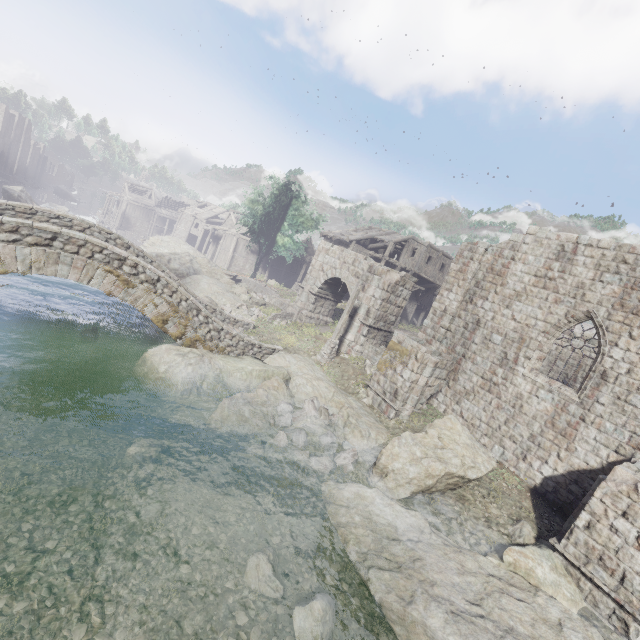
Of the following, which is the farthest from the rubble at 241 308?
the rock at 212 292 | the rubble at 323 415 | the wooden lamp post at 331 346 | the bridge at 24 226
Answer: the rubble at 323 415

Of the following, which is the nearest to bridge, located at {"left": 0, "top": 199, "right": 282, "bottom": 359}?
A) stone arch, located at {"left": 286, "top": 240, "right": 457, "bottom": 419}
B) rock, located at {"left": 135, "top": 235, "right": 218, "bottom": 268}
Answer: stone arch, located at {"left": 286, "top": 240, "right": 457, "bottom": 419}

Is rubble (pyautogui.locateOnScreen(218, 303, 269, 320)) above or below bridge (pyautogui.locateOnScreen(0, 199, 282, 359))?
below

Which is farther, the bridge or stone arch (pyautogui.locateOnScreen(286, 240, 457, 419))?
stone arch (pyautogui.locateOnScreen(286, 240, 457, 419))

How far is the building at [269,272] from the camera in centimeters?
4626cm

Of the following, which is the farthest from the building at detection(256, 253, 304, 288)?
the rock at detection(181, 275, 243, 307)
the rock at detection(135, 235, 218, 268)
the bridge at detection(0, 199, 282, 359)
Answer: the bridge at detection(0, 199, 282, 359)

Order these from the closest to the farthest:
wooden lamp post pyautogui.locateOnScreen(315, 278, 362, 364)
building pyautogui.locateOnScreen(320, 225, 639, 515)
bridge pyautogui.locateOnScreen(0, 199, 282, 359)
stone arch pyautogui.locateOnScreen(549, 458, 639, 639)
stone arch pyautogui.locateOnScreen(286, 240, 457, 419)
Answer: stone arch pyautogui.locateOnScreen(549, 458, 639, 639) < bridge pyautogui.locateOnScreen(0, 199, 282, 359) < building pyautogui.locateOnScreen(320, 225, 639, 515) < stone arch pyautogui.locateOnScreen(286, 240, 457, 419) < wooden lamp post pyautogui.locateOnScreen(315, 278, 362, 364)

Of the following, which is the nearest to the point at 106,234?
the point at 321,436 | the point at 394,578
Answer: the point at 321,436
